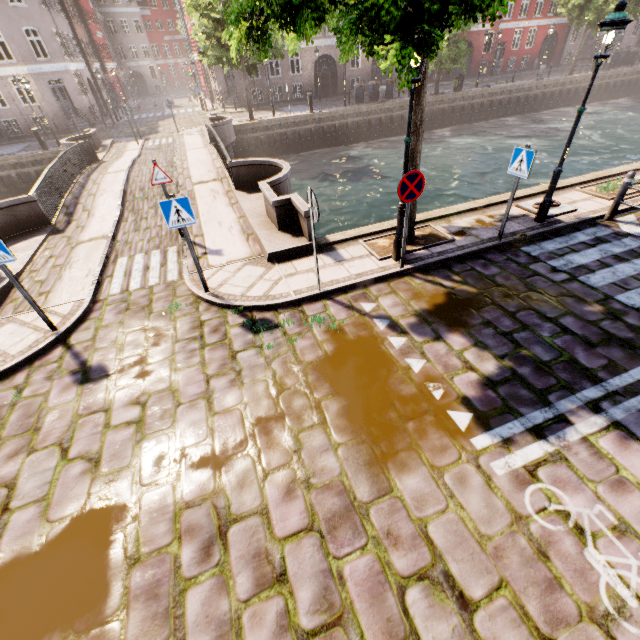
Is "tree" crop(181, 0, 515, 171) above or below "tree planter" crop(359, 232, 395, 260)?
above

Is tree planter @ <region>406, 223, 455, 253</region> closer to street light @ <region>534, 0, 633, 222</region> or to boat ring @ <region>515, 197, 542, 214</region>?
boat ring @ <region>515, 197, 542, 214</region>

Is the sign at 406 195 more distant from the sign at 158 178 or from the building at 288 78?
the building at 288 78

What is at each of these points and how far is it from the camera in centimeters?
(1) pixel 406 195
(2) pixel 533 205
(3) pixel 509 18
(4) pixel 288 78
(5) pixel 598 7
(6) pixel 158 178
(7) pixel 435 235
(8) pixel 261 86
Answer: (1) sign, 574cm
(2) boat ring, 841cm
(3) building, 3425cm
(4) building, 3041cm
(5) tree, 2600cm
(6) sign, 773cm
(7) tree planter, 779cm
(8) building, 3005cm

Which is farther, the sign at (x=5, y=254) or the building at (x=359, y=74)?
the building at (x=359, y=74)

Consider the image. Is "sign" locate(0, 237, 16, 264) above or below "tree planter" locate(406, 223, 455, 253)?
above

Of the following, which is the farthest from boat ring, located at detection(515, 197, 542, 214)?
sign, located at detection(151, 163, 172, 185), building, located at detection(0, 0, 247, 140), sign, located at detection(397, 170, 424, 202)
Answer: building, located at detection(0, 0, 247, 140)

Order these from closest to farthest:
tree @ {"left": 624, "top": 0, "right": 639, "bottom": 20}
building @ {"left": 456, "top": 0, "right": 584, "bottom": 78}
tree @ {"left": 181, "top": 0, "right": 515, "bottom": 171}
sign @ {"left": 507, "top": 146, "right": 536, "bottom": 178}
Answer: tree @ {"left": 181, "top": 0, "right": 515, "bottom": 171}, sign @ {"left": 507, "top": 146, "right": 536, "bottom": 178}, tree @ {"left": 624, "top": 0, "right": 639, "bottom": 20}, building @ {"left": 456, "top": 0, "right": 584, "bottom": 78}
